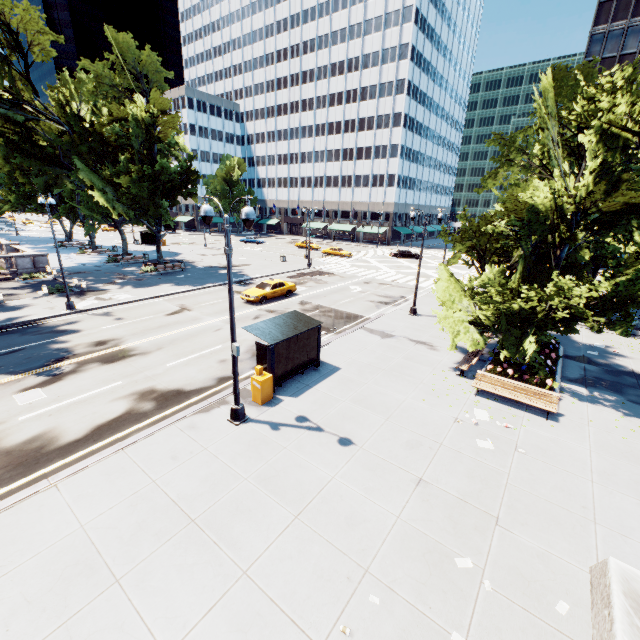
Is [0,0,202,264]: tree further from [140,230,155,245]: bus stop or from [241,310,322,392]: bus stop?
[140,230,155,245]: bus stop

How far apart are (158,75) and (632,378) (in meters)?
40.99

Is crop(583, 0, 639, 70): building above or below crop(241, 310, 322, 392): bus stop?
above

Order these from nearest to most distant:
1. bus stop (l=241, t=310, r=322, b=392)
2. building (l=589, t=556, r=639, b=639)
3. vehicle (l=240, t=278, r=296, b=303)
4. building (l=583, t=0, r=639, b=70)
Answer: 1. building (l=589, t=556, r=639, b=639)
2. bus stop (l=241, t=310, r=322, b=392)
3. vehicle (l=240, t=278, r=296, b=303)
4. building (l=583, t=0, r=639, b=70)

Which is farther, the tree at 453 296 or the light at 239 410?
the tree at 453 296

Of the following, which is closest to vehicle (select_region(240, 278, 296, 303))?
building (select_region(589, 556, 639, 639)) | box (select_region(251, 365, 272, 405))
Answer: box (select_region(251, 365, 272, 405))

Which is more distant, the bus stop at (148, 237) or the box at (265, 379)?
the bus stop at (148, 237)

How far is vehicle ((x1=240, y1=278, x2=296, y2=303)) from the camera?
25.3m
